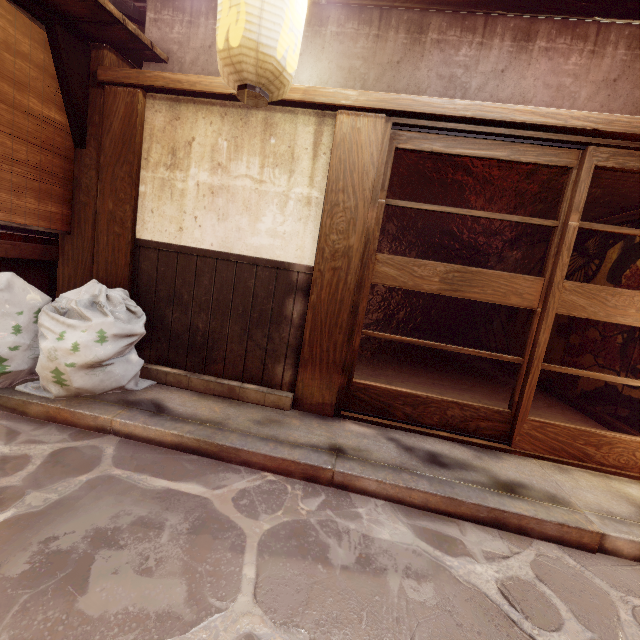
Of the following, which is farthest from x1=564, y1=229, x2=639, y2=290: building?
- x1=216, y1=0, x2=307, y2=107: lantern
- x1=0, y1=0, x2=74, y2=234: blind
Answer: x1=0, y1=0, x2=74, y2=234: blind

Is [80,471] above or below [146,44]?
below

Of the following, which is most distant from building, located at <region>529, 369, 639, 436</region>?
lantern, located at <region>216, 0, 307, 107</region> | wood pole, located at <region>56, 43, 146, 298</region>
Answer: wood pole, located at <region>56, 43, 146, 298</region>

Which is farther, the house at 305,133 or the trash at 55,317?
the house at 305,133

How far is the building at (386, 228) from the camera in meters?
12.1 m

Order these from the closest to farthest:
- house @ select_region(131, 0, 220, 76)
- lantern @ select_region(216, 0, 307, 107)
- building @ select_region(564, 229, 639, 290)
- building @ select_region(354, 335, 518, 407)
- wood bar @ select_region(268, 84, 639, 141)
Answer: lantern @ select_region(216, 0, 307, 107) → wood bar @ select_region(268, 84, 639, 141) → house @ select_region(131, 0, 220, 76) → building @ select_region(564, 229, 639, 290) → building @ select_region(354, 335, 518, 407)

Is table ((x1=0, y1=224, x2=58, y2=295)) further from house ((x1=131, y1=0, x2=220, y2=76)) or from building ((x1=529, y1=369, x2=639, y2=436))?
building ((x1=529, y1=369, x2=639, y2=436))

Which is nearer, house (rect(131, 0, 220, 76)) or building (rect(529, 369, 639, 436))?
house (rect(131, 0, 220, 76))
